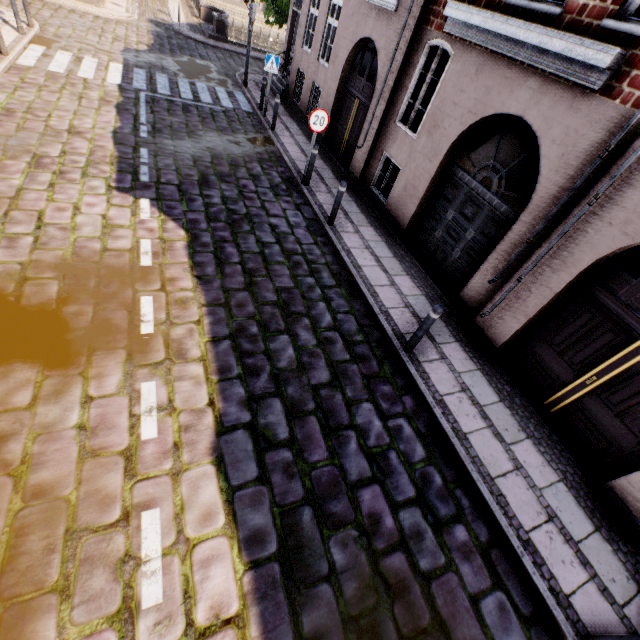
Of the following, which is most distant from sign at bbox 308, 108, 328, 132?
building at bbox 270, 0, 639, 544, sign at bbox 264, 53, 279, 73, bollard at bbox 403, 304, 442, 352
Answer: bollard at bbox 403, 304, 442, 352

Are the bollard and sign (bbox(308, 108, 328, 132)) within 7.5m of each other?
yes

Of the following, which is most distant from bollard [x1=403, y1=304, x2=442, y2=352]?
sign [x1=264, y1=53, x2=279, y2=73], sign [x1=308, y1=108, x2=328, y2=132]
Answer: sign [x1=264, y1=53, x2=279, y2=73]

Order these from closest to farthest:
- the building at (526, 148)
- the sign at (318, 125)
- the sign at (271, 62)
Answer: the building at (526, 148)
the sign at (318, 125)
the sign at (271, 62)

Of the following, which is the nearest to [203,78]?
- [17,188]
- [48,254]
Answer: [17,188]

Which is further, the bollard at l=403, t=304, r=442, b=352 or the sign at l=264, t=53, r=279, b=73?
the sign at l=264, t=53, r=279, b=73

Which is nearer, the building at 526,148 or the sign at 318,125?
the building at 526,148
